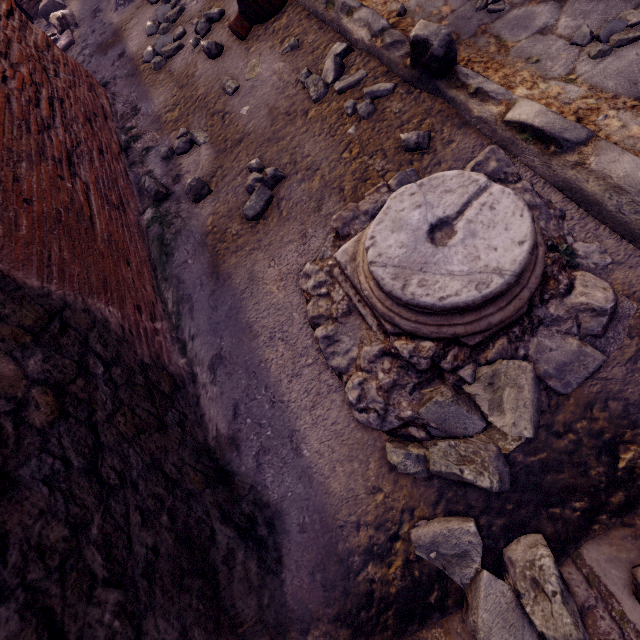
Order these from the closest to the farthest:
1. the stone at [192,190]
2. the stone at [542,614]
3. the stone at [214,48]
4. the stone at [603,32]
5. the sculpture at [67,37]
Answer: the stone at [542,614] < the stone at [603,32] < the stone at [192,190] < the stone at [214,48] < the sculpture at [67,37]

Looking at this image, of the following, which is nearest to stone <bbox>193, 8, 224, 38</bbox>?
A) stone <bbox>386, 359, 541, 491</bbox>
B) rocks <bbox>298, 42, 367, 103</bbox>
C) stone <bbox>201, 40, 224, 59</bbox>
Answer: stone <bbox>201, 40, 224, 59</bbox>

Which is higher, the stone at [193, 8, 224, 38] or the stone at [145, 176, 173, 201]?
the stone at [145, 176, 173, 201]

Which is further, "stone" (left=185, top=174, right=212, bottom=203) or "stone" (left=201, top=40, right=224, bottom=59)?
"stone" (left=201, top=40, right=224, bottom=59)

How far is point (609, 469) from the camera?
0.9m

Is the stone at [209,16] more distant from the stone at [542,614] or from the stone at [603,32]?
the stone at [542,614]

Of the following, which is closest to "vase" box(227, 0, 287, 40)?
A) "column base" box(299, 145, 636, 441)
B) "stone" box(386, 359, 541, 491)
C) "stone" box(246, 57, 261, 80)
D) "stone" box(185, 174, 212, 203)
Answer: "stone" box(246, 57, 261, 80)

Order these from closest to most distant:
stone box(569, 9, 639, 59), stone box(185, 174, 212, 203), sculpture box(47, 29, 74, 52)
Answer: stone box(569, 9, 639, 59) < stone box(185, 174, 212, 203) < sculpture box(47, 29, 74, 52)
